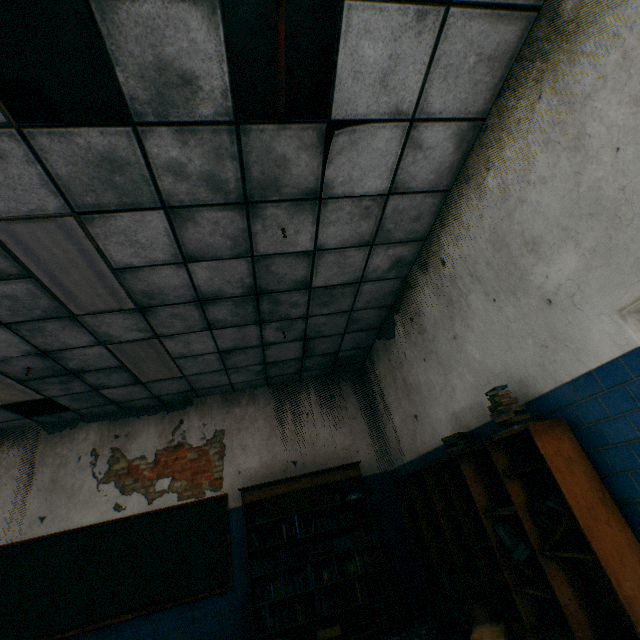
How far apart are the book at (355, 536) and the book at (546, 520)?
3.43m

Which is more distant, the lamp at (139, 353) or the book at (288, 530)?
the book at (288, 530)

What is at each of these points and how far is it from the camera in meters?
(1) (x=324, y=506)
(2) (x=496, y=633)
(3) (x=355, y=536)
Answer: (1) bookcase, 5.2 m
(2) cardboard box, 2.5 m
(3) book, 5.0 m

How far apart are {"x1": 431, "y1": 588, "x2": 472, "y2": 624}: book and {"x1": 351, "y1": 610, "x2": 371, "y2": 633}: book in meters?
1.2 m

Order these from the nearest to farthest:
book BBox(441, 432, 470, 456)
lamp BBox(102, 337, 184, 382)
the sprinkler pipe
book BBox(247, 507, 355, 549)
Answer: the sprinkler pipe → book BBox(441, 432, 470, 456) → lamp BBox(102, 337, 184, 382) → book BBox(247, 507, 355, 549)

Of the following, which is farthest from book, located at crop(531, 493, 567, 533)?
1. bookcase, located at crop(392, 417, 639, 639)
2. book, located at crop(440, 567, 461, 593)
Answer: book, located at crop(440, 567, 461, 593)

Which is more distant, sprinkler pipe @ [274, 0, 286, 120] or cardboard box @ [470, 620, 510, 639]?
cardboard box @ [470, 620, 510, 639]

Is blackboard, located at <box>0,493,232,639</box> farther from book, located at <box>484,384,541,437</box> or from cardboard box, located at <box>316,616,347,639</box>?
book, located at <box>484,384,541,437</box>
